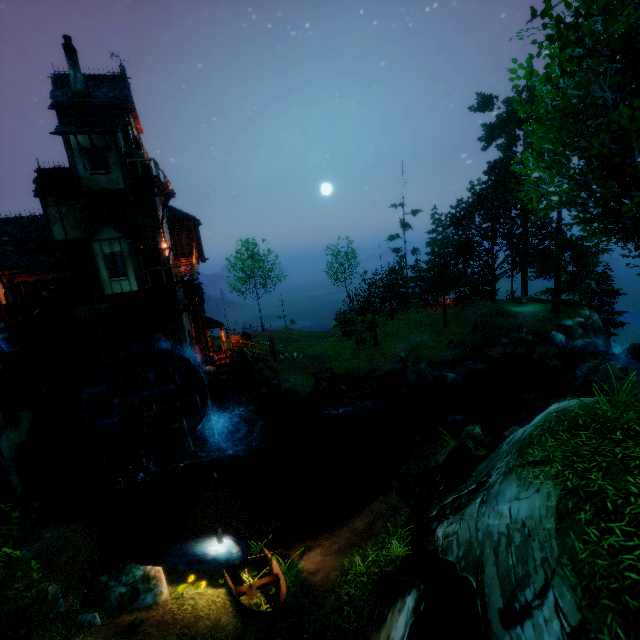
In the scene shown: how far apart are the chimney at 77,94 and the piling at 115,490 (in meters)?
20.15

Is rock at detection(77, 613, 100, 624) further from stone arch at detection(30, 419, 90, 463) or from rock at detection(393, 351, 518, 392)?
rock at detection(393, 351, 518, 392)

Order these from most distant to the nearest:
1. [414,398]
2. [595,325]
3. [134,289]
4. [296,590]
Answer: [595,325] → [414,398] → [134,289] → [296,590]

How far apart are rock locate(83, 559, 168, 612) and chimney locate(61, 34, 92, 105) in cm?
2235

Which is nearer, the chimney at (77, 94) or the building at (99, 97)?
the building at (99, 97)

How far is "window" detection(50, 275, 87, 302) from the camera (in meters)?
18.45

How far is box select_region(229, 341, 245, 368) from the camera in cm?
2408

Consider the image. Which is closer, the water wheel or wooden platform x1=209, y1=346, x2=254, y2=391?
the water wheel
